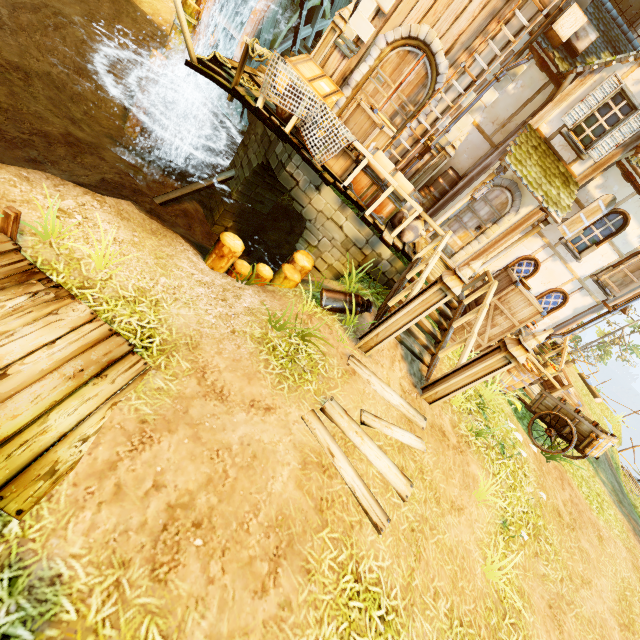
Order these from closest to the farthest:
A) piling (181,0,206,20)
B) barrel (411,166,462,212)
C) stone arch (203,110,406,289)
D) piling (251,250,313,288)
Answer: piling (251,250,313,288) → stone arch (203,110,406,289) → barrel (411,166,462,212) → piling (181,0,206,20)

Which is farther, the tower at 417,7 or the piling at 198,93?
the piling at 198,93

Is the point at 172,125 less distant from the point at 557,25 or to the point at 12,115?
the point at 12,115

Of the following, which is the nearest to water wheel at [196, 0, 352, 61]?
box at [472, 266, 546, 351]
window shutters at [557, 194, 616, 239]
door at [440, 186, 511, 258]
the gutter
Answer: the gutter

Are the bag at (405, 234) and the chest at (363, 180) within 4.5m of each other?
yes

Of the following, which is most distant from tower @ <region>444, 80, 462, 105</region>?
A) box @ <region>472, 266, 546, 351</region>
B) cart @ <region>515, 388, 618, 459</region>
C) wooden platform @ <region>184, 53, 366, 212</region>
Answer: cart @ <region>515, 388, 618, 459</region>

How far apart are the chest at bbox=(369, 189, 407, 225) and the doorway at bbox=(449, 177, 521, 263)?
2.2m

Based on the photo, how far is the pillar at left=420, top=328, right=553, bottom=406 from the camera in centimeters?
519cm
